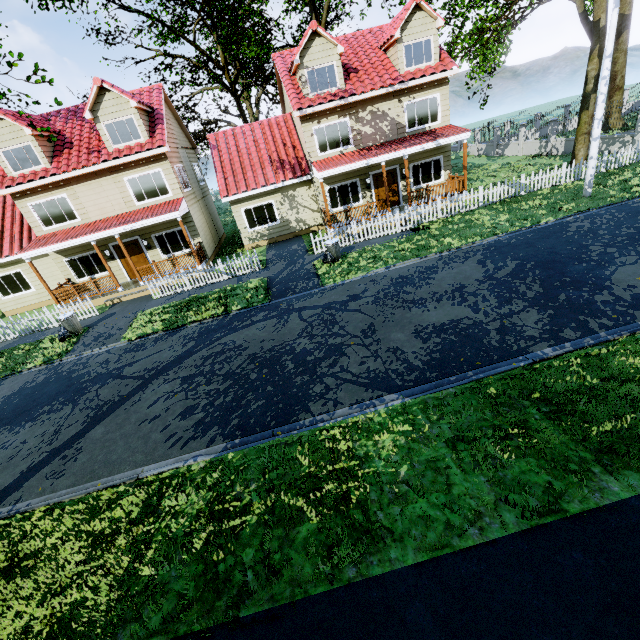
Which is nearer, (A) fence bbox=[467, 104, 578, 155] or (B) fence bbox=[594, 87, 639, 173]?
(B) fence bbox=[594, 87, 639, 173]

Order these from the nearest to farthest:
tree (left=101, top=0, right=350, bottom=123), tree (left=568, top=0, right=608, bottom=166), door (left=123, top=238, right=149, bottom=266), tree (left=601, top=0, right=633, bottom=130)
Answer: tree (left=568, top=0, right=608, bottom=166) → door (left=123, top=238, right=149, bottom=266) → tree (left=101, top=0, right=350, bottom=123) → tree (left=601, top=0, right=633, bottom=130)

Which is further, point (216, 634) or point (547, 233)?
point (547, 233)

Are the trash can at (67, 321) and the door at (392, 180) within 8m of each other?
no

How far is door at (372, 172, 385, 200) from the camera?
18.3 meters

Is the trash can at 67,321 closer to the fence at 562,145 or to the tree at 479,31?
the fence at 562,145

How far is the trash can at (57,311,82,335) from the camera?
13.8 meters

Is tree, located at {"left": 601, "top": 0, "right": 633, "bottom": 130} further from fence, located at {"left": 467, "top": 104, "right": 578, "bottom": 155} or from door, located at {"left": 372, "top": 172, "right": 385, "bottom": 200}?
door, located at {"left": 372, "top": 172, "right": 385, "bottom": 200}
